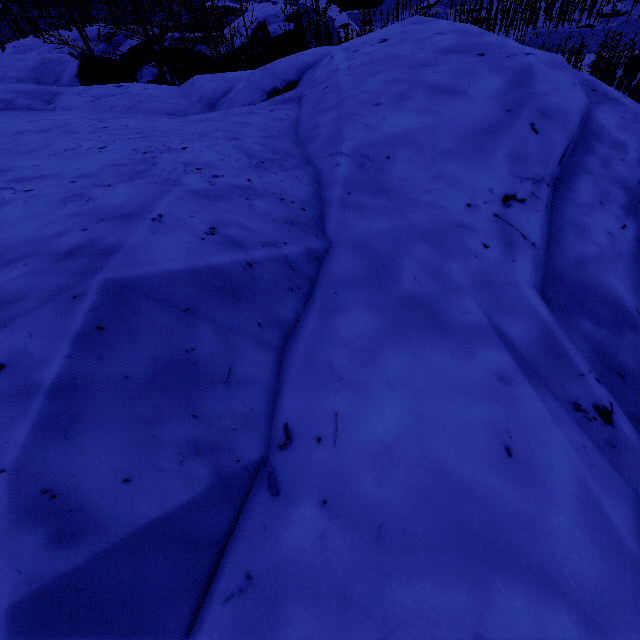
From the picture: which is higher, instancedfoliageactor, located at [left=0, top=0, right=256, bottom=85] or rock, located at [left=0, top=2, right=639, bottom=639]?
instancedfoliageactor, located at [left=0, top=0, right=256, bottom=85]

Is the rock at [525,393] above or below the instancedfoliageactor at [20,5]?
below

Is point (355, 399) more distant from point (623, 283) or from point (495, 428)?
point (623, 283)

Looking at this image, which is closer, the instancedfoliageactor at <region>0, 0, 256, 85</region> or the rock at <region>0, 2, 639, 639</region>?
the rock at <region>0, 2, 639, 639</region>

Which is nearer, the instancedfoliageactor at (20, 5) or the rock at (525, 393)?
the rock at (525, 393)
